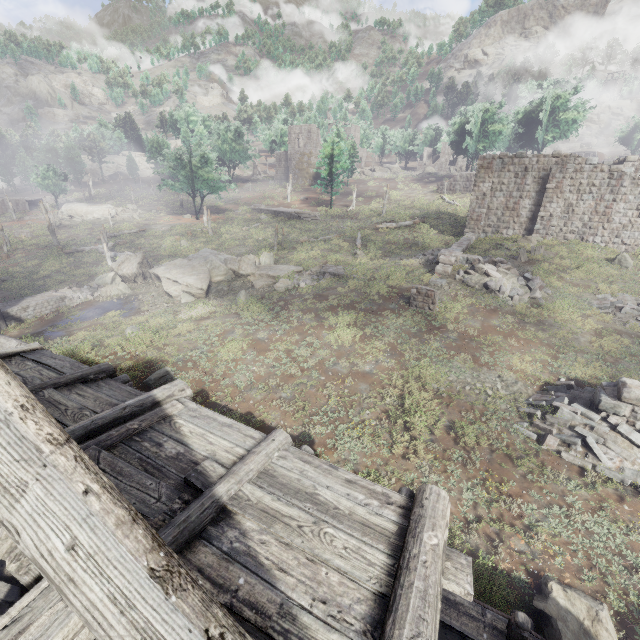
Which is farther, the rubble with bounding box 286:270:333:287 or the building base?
the building base

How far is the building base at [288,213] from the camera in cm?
4472

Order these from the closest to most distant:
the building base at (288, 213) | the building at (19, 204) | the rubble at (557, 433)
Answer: the rubble at (557, 433)
the building base at (288, 213)
the building at (19, 204)

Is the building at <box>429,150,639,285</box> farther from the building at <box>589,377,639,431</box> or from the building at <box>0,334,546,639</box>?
the building at <box>0,334,546,639</box>

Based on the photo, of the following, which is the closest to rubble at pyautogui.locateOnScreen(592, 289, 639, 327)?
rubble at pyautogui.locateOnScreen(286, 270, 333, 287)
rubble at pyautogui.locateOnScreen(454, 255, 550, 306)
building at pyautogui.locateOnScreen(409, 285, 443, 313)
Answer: rubble at pyautogui.locateOnScreen(454, 255, 550, 306)

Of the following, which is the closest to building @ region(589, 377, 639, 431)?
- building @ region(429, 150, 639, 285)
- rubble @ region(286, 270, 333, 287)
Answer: building @ region(429, 150, 639, 285)

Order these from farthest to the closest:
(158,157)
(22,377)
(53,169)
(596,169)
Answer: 1. (53,169)
2. (158,157)
3. (596,169)
4. (22,377)

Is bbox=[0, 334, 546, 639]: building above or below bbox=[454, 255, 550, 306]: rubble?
above
